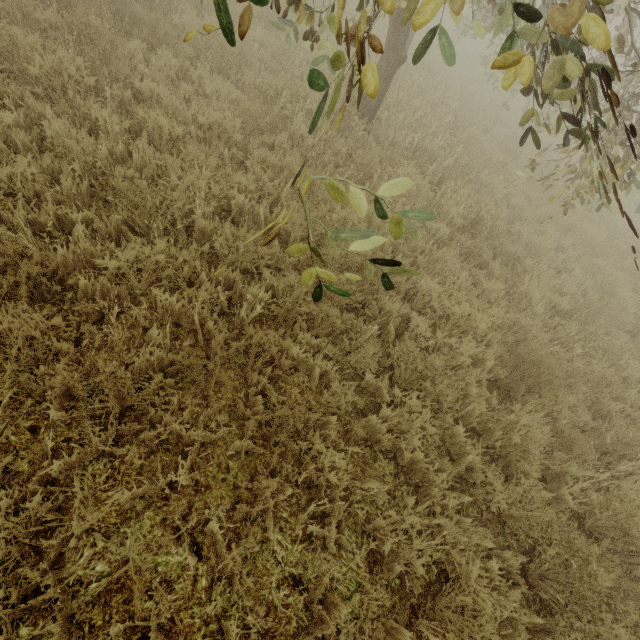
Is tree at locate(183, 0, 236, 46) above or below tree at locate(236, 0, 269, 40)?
above

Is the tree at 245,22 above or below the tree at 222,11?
below

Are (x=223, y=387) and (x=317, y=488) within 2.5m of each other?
yes
